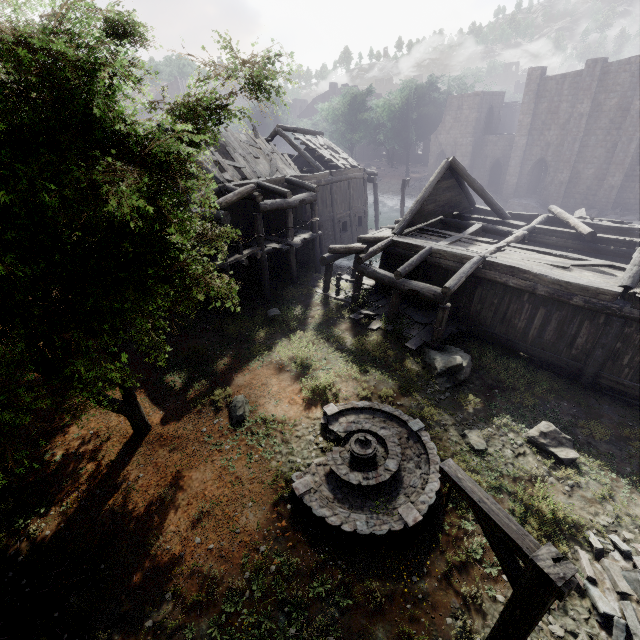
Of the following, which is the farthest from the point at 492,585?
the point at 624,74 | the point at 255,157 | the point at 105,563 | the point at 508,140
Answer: the point at 508,140

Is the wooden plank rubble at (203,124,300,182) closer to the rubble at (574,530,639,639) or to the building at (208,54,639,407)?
the building at (208,54,639,407)

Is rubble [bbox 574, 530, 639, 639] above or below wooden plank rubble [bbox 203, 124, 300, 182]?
Answer: below

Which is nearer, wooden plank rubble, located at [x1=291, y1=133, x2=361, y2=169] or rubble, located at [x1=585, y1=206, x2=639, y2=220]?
wooden plank rubble, located at [x1=291, y1=133, x2=361, y2=169]

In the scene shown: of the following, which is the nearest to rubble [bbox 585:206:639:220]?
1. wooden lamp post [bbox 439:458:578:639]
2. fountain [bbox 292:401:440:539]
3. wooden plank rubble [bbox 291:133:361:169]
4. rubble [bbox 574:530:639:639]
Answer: wooden plank rubble [bbox 291:133:361:169]

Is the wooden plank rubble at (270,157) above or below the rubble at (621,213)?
above

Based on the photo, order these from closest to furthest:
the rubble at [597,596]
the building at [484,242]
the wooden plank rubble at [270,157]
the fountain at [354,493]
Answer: the rubble at [597,596]
the fountain at [354,493]
the building at [484,242]
the wooden plank rubble at [270,157]

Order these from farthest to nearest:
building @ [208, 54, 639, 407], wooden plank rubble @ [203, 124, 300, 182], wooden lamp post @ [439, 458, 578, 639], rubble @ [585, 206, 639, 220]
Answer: rubble @ [585, 206, 639, 220] → wooden plank rubble @ [203, 124, 300, 182] → building @ [208, 54, 639, 407] → wooden lamp post @ [439, 458, 578, 639]
